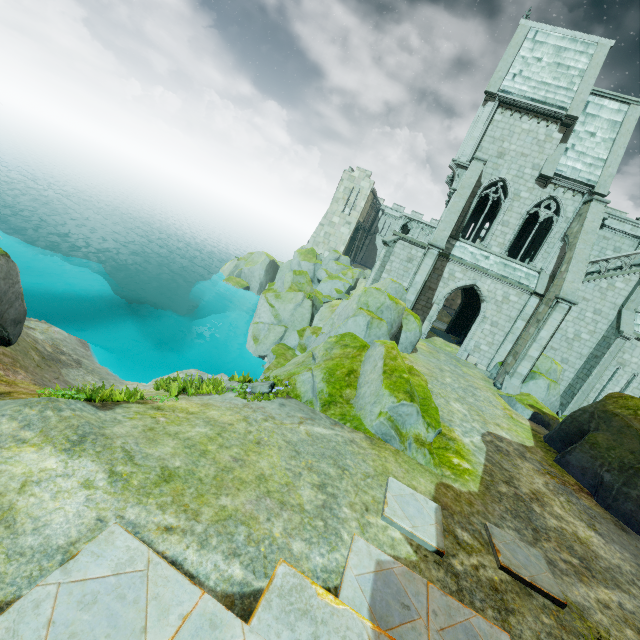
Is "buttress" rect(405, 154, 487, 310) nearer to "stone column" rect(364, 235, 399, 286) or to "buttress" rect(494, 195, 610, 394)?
"stone column" rect(364, 235, 399, 286)

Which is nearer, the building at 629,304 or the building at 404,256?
→ the building at 629,304

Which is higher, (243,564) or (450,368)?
(243,564)

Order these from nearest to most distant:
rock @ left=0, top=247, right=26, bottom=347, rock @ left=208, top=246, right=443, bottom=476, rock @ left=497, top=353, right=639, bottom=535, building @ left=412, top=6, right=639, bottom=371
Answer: rock @ left=0, top=247, right=26, bottom=347 < rock @ left=208, top=246, right=443, bottom=476 < rock @ left=497, top=353, right=639, bottom=535 < building @ left=412, top=6, right=639, bottom=371

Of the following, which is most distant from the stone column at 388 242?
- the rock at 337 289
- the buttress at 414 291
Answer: the buttress at 414 291

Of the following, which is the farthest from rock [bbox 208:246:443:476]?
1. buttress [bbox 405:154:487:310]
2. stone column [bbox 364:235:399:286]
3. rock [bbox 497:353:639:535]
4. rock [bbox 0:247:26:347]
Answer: rock [bbox 0:247:26:347]

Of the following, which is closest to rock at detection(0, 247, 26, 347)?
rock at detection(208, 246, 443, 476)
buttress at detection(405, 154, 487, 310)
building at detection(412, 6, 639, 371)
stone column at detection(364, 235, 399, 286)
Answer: rock at detection(208, 246, 443, 476)

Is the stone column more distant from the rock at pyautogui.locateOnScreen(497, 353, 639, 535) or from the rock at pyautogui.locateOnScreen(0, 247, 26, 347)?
the rock at pyautogui.locateOnScreen(0, 247, 26, 347)
